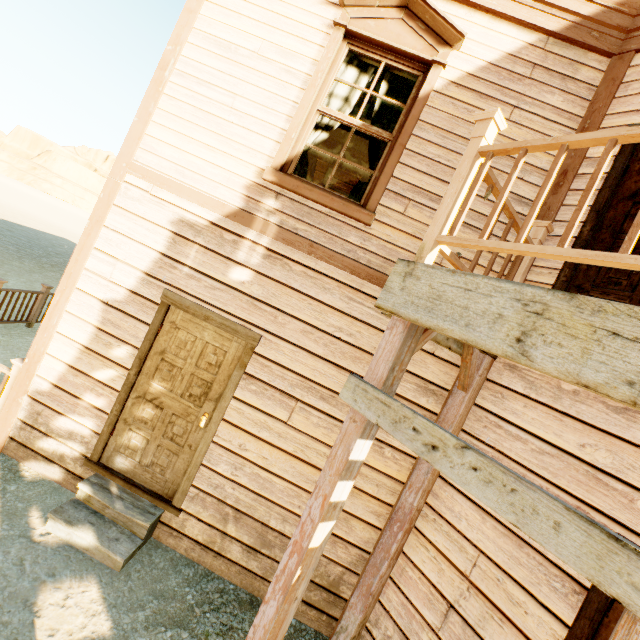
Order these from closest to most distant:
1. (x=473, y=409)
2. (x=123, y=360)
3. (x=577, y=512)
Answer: (x=577, y=512) → (x=473, y=409) → (x=123, y=360)

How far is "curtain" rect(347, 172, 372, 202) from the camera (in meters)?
3.67

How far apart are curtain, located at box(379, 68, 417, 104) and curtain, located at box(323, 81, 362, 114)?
0.14m

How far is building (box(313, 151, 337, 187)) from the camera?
6.6 meters

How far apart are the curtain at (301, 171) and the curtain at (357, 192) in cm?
14

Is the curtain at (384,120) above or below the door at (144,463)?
above

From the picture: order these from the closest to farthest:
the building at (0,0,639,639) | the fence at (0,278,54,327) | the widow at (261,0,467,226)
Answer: the building at (0,0,639,639), the widow at (261,0,467,226), the fence at (0,278,54,327)

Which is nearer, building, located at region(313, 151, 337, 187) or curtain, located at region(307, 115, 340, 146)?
curtain, located at region(307, 115, 340, 146)
